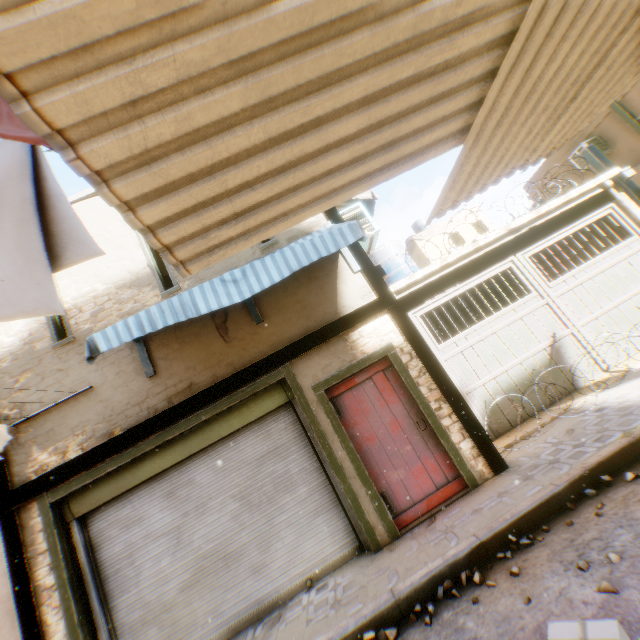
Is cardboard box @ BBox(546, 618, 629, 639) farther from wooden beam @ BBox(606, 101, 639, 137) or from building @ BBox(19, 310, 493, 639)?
wooden beam @ BBox(606, 101, 639, 137)

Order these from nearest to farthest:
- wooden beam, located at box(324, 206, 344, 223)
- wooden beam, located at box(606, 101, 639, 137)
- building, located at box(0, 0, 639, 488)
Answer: building, located at box(0, 0, 639, 488) < wooden beam, located at box(324, 206, 344, 223) < wooden beam, located at box(606, 101, 639, 137)

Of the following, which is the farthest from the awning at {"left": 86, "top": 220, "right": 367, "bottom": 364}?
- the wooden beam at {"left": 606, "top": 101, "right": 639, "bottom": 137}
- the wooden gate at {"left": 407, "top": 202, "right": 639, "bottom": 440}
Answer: the wooden gate at {"left": 407, "top": 202, "right": 639, "bottom": 440}

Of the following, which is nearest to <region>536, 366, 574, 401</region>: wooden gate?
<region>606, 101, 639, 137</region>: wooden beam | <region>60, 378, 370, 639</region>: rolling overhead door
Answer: <region>606, 101, 639, 137</region>: wooden beam

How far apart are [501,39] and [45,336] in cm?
745

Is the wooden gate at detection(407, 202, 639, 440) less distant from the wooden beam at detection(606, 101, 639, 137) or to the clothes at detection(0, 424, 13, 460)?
the wooden beam at detection(606, 101, 639, 137)

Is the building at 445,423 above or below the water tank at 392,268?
below

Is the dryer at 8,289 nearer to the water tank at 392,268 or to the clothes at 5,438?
the clothes at 5,438
